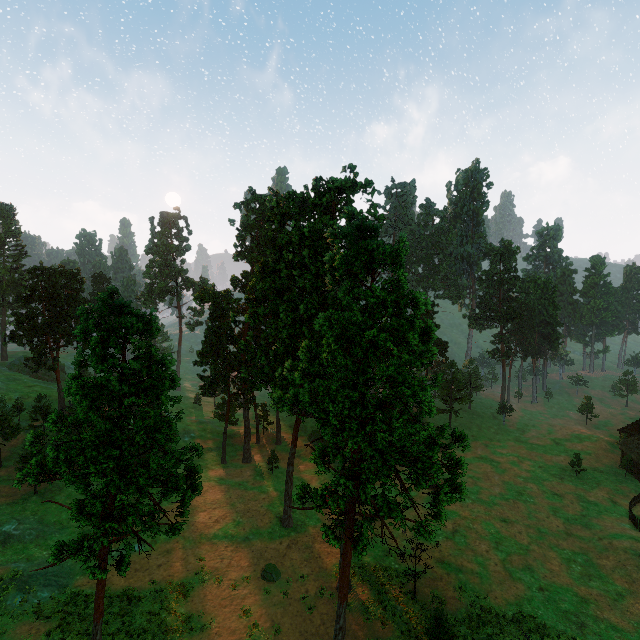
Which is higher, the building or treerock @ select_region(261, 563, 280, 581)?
the building

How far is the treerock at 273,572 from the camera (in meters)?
28.97

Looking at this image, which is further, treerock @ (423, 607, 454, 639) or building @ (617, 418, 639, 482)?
building @ (617, 418, 639, 482)

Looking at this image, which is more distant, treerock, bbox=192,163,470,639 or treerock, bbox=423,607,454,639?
treerock, bbox=423,607,454,639

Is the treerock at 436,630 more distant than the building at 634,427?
No

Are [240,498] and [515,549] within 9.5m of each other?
no

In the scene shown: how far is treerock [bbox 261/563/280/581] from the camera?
29.0 meters

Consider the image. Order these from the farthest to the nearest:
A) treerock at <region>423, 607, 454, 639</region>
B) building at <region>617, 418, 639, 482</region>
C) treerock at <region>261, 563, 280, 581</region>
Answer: building at <region>617, 418, 639, 482</region> → treerock at <region>261, 563, 280, 581</region> → treerock at <region>423, 607, 454, 639</region>
